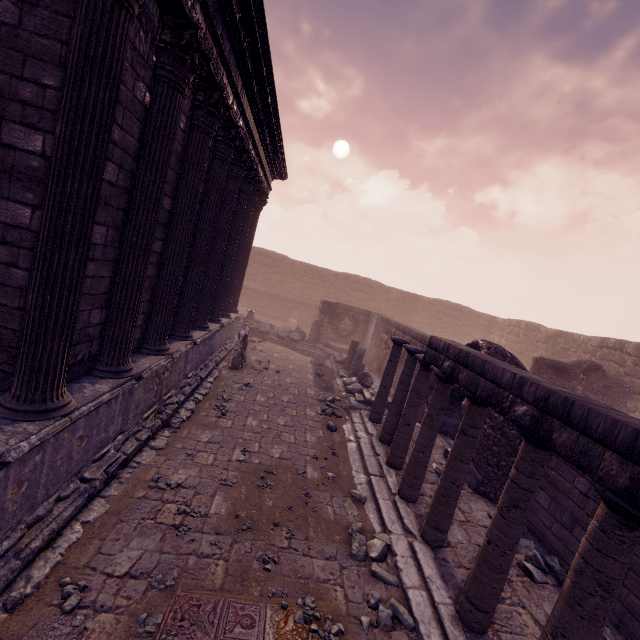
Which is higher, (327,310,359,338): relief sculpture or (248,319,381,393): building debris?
(327,310,359,338): relief sculpture

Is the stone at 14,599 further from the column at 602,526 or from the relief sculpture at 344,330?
the relief sculpture at 344,330

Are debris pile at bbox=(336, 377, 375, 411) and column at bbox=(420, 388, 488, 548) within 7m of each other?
yes

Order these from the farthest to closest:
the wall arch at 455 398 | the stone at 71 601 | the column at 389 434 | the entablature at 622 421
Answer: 1. the wall arch at 455 398
2. the column at 389 434
3. the stone at 71 601
4. the entablature at 622 421

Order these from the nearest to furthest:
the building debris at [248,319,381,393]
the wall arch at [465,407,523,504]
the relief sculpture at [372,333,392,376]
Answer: the wall arch at [465,407,523,504] < the building debris at [248,319,381,393] < the relief sculpture at [372,333,392,376]

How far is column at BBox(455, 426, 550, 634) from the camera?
3.6 meters

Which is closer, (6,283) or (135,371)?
(6,283)

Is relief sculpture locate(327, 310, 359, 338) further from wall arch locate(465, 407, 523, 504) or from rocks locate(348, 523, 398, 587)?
rocks locate(348, 523, 398, 587)
